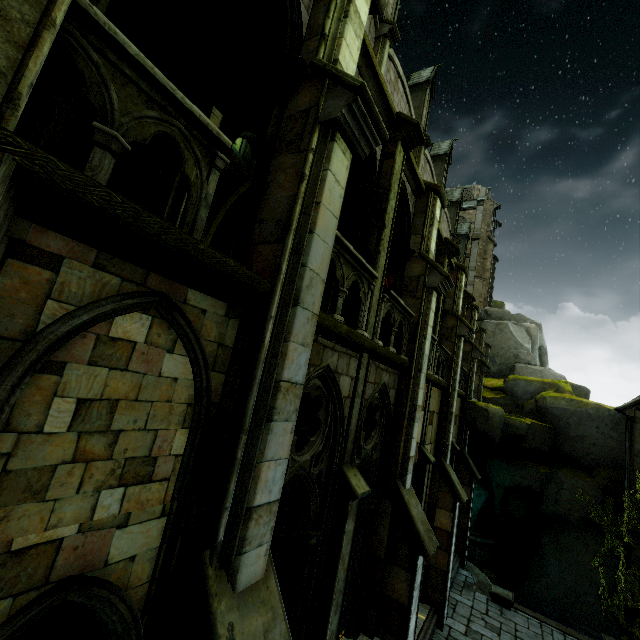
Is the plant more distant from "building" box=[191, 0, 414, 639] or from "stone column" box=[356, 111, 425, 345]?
"stone column" box=[356, 111, 425, 345]

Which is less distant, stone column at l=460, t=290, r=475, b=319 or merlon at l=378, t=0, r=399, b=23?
merlon at l=378, t=0, r=399, b=23

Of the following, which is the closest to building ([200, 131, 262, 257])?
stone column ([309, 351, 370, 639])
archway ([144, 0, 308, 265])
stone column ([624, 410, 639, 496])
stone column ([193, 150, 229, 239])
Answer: archway ([144, 0, 308, 265])

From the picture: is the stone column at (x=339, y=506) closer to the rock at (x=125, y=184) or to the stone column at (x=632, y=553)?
the rock at (x=125, y=184)

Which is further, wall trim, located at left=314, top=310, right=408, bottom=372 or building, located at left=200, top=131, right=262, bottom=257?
building, located at left=200, top=131, right=262, bottom=257

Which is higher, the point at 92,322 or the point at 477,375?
the point at 477,375

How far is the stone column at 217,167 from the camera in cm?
327

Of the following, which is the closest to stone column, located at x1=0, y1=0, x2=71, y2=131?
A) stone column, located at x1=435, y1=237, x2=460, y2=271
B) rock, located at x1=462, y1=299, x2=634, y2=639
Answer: stone column, located at x1=435, y1=237, x2=460, y2=271
